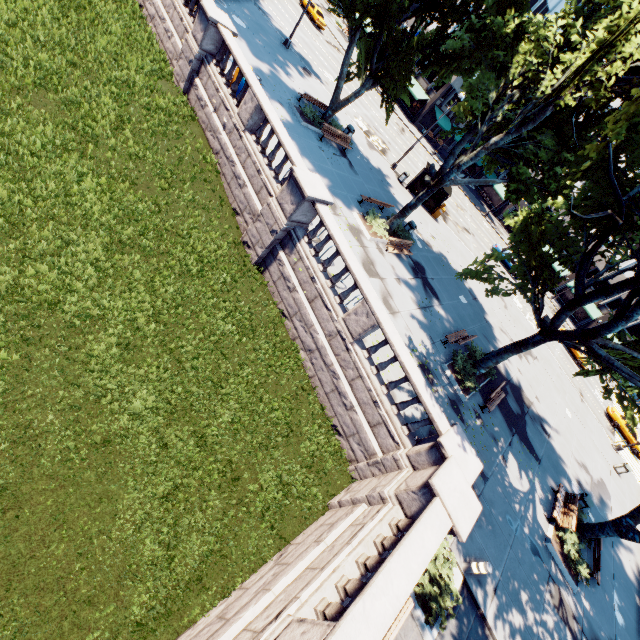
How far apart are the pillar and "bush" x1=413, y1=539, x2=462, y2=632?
0.5m

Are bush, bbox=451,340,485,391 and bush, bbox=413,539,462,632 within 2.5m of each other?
no

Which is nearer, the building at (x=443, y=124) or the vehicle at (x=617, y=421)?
the vehicle at (x=617, y=421)

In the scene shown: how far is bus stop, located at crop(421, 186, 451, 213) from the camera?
27.9m

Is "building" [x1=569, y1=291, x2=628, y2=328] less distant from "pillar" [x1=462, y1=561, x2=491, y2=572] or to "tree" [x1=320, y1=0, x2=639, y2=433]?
"tree" [x1=320, y1=0, x2=639, y2=433]

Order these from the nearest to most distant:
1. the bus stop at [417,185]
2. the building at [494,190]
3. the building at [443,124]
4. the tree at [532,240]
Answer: the tree at [532,240] < the bus stop at [417,185] < the building at [443,124] < the building at [494,190]

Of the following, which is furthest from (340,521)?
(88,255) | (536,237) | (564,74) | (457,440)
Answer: (564,74)

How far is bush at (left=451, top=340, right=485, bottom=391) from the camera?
15.8 meters
